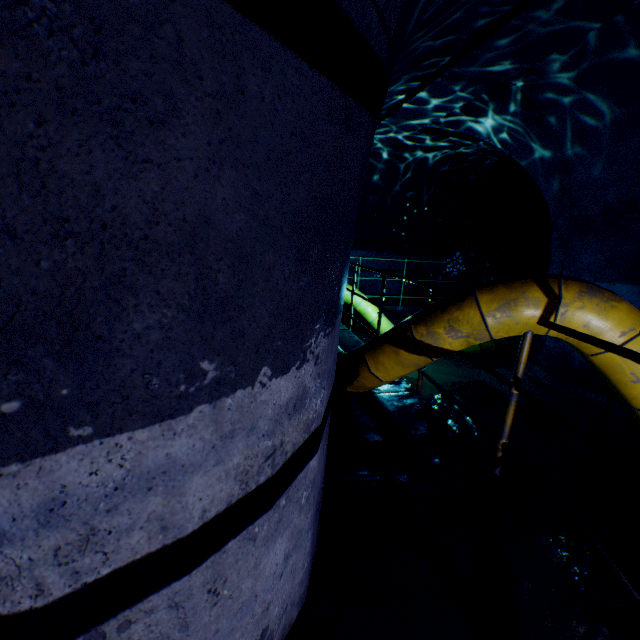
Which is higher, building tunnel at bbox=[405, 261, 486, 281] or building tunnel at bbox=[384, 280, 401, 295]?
building tunnel at bbox=[405, 261, 486, 281]

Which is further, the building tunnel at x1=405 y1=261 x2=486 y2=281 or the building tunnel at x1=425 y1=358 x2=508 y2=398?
the building tunnel at x1=405 y1=261 x2=486 y2=281

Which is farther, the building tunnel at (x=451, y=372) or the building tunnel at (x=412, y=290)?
the building tunnel at (x=412, y=290)

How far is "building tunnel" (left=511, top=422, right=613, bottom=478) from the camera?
3.9 meters

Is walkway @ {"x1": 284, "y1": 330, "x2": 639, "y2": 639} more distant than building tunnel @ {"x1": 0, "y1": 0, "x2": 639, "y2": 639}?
Yes

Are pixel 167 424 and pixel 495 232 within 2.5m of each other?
no

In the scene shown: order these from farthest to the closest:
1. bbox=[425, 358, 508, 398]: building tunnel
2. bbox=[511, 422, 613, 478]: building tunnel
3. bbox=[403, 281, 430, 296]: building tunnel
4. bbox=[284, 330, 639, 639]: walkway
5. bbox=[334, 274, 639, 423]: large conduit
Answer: bbox=[403, 281, 430, 296]: building tunnel < bbox=[425, 358, 508, 398]: building tunnel < bbox=[511, 422, 613, 478]: building tunnel < bbox=[334, 274, 639, 423]: large conduit < bbox=[284, 330, 639, 639]: walkway

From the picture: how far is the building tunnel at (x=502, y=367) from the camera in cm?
602
